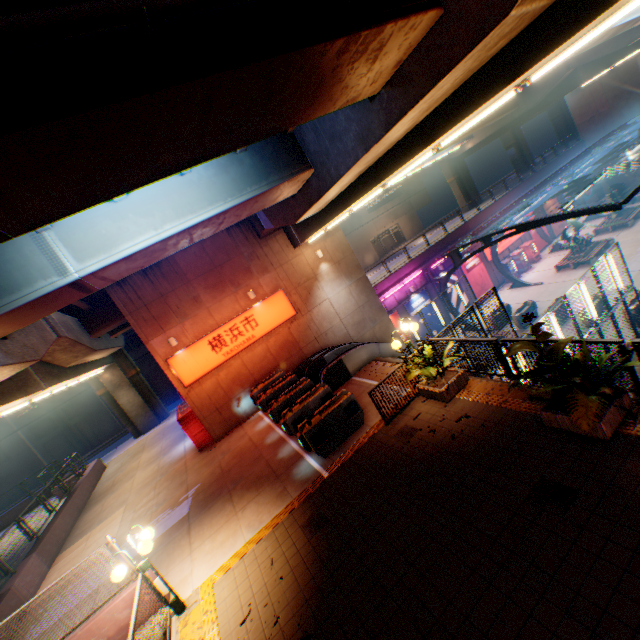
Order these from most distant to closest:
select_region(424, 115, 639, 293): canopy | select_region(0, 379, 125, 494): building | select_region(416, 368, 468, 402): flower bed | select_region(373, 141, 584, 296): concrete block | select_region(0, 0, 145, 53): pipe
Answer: select_region(0, 379, 125, 494): building → select_region(373, 141, 584, 296): concrete block → select_region(424, 115, 639, 293): canopy → select_region(416, 368, 468, 402): flower bed → select_region(0, 0, 145, 53): pipe

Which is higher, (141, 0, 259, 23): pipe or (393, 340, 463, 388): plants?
(141, 0, 259, 23): pipe

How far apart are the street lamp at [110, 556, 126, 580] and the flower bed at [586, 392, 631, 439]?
8.46m

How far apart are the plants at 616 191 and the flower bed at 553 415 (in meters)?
32.01

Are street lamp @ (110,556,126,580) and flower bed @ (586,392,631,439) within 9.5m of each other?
yes

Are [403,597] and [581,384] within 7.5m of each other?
yes

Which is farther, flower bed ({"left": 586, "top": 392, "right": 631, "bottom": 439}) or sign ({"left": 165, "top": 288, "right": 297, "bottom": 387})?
sign ({"left": 165, "top": 288, "right": 297, "bottom": 387})

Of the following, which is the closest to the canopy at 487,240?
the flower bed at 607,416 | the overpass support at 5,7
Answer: the overpass support at 5,7
